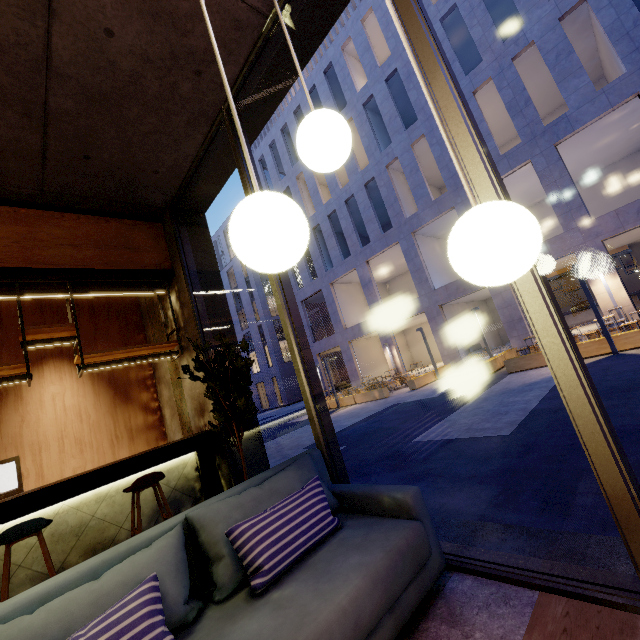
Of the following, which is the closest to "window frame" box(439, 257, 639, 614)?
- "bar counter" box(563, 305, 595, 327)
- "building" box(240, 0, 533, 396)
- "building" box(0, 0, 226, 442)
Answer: "building" box(0, 0, 226, 442)

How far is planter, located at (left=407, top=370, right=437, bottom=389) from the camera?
15.7 meters

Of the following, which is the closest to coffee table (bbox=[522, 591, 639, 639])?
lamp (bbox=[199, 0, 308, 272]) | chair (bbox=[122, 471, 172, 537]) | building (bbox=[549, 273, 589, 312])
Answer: lamp (bbox=[199, 0, 308, 272])

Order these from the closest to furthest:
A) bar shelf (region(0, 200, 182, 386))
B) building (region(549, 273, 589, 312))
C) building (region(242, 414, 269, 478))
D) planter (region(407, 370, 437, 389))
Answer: bar shelf (region(0, 200, 182, 386))
building (region(242, 414, 269, 478))
planter (region(407, 370, 437, 389))
building (region(549, 273, 589, 312))

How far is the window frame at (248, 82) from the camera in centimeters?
292cm

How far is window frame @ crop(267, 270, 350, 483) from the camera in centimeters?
290cm

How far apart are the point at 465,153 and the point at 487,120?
23.61m

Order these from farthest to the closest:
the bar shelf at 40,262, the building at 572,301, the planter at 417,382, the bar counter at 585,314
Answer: the building at 572,301
the bar counter at 585,314
the planter at 417,382
the bar shelf at 40,262
